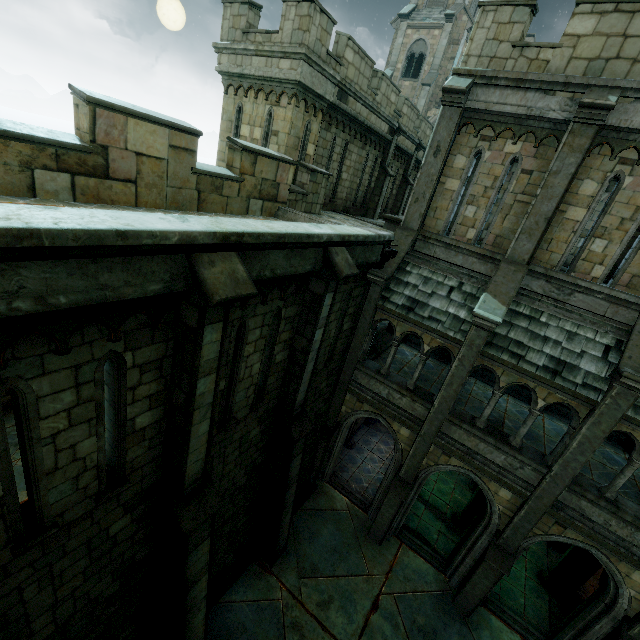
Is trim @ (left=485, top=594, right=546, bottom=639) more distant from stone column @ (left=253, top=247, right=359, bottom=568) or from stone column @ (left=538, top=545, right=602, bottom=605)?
stone column @ (left=253, top=247, right=359, bottom=568)

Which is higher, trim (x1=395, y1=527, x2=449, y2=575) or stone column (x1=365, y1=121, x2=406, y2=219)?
stone column (x1=365, y1=121, x2=406, y2=219)

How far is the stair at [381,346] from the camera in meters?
13.7 m

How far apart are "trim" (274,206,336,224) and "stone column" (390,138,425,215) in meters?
11.8 m

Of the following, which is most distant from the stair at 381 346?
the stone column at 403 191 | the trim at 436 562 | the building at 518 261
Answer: the stone column at 403 191

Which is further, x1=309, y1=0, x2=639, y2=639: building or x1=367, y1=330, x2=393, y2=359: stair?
x1=367, y1=330, x2=393, y2=359: stair

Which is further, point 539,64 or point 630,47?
point 539,64

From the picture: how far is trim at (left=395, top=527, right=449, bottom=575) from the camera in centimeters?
1152cm
